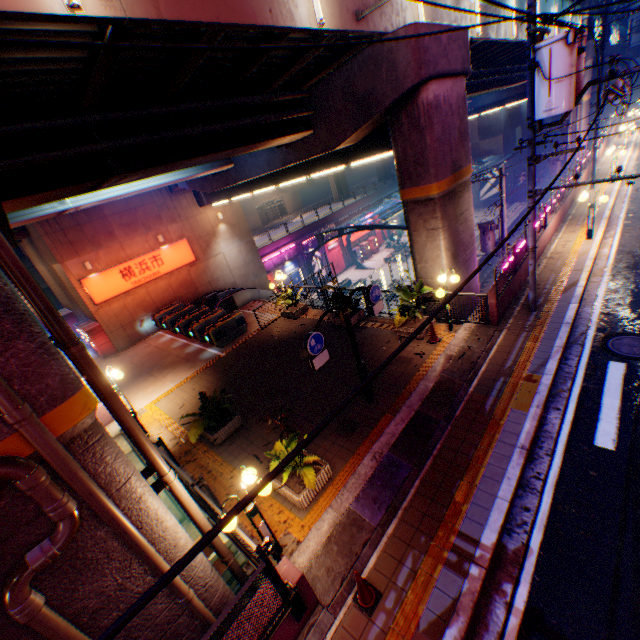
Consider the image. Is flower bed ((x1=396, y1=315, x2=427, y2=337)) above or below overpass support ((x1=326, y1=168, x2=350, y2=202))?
below

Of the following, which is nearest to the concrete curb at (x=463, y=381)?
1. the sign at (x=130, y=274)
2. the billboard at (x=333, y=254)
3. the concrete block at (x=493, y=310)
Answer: the concrete block at (x=493, y=310)

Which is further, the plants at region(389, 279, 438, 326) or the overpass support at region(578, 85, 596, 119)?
the overpass support at region(578, 85, 596, 119)

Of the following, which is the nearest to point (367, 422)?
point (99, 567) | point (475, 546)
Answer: point (475, 546)

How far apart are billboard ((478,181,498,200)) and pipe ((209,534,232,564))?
52.1m

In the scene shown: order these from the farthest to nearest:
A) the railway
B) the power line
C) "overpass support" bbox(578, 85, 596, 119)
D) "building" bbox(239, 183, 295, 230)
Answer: "building" bbox(239, 183, 295, 230) → "overpass support" bbox(578, 85, 596, 119) → the railway → the power line

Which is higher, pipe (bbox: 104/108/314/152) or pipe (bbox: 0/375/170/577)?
pipe (bbox: 104/108/314/152)

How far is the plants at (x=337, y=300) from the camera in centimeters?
1351cm
